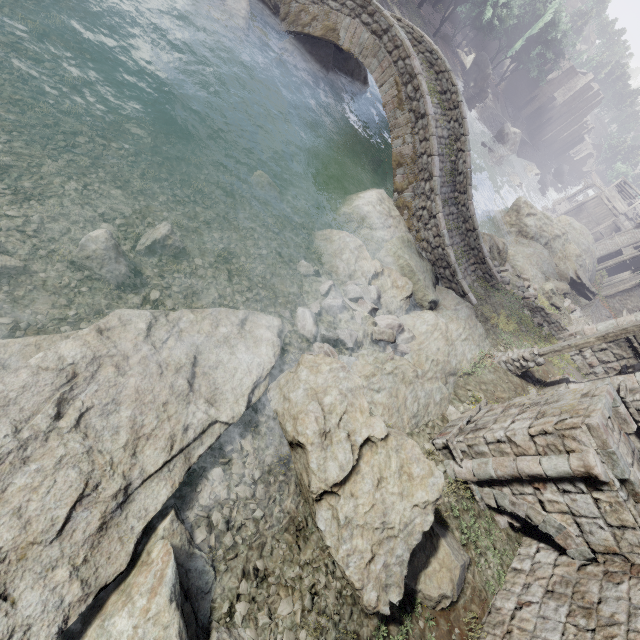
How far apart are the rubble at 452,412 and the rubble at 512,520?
1.6 meters

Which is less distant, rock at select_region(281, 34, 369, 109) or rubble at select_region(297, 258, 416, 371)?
rubble at select_region(297, 258, 416, 371)

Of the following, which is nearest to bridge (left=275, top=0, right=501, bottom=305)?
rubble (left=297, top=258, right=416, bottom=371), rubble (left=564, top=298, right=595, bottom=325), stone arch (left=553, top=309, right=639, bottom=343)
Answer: stone arch (left=553, top=309, right=639, bottom=343)

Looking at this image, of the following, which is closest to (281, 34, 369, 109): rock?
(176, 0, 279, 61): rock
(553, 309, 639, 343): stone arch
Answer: (176, 0, 279, 61): rock

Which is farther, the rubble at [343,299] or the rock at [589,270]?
the rock at [589,270]

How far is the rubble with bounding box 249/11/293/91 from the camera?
14.61m

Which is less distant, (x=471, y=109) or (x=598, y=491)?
(x=598, y=491)

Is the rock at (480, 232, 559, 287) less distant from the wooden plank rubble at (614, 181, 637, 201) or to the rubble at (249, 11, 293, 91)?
the rubble at (249, 11, 293, 91)
